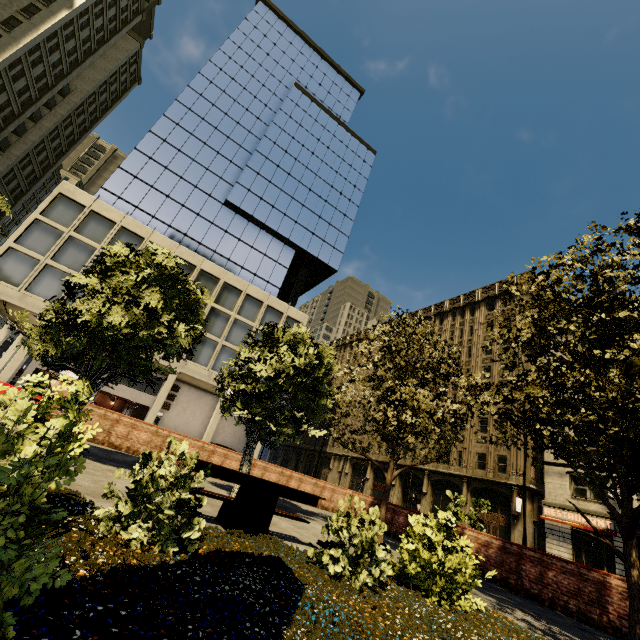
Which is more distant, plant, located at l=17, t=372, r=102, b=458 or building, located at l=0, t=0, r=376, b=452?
building, located at l=0, t=0, r=376, b=452

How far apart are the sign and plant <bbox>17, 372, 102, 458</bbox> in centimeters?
3198cm

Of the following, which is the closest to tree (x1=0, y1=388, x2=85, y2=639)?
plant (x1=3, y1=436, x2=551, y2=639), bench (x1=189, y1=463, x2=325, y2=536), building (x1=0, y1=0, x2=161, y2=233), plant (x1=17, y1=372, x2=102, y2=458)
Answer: plant (x1=3, y1=436, x2=551, y2=639)

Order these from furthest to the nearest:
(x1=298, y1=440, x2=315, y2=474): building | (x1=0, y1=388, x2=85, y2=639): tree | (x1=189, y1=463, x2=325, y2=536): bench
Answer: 1. (x1=298, y1=440, x2=315, y2=474): building
2. (x1=189, y1=463, x2=325, y2=536): bench
3. (x1=0, y1=388, x2=85, y2=639): tree

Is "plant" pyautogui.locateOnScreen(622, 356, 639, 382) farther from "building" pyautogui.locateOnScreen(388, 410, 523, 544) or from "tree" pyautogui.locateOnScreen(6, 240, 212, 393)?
"building" pyautogui.locateOnScreen(388, 410, 523, 544)

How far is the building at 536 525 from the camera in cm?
2223

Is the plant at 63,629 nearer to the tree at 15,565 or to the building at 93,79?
the tree at 15,565

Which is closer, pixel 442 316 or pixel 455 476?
pixel 455 476
